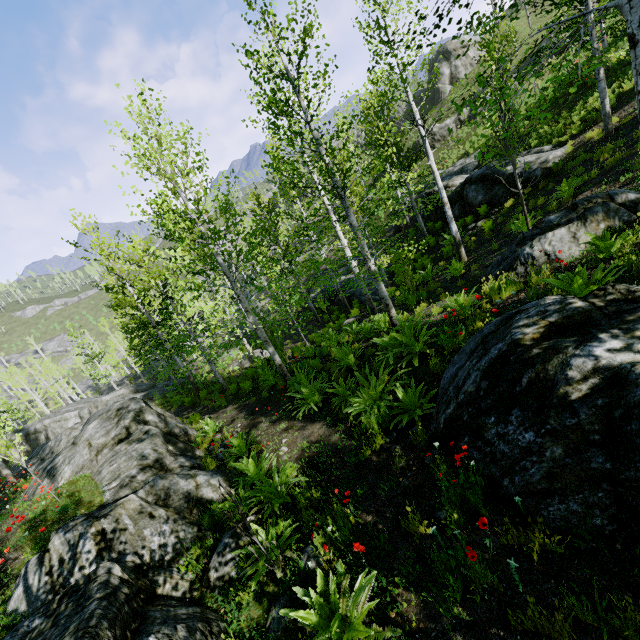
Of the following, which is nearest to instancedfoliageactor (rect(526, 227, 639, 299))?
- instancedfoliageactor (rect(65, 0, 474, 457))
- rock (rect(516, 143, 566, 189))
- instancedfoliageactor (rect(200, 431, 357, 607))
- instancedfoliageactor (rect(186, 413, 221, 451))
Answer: instancedfoliageactor (rect(186, 413, 221, 451))

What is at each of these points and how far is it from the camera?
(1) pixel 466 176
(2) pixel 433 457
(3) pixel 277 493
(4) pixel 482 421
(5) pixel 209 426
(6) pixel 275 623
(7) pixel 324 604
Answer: (1) rock, 19.3m
(2) instancedfoliageactor, 4.4m
(3) instancedfoliageactor, 5.6m
(4) rock, 3.8m
(5) instancedfoliageactor, 11.5m
(6) rock, 3.6m
(7) instancedfoliageactor, 3.1m

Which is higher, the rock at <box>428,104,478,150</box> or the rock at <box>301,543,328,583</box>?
the rock at <box>428,104,478,150</box>

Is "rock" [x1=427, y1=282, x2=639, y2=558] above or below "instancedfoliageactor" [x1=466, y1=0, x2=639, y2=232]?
below

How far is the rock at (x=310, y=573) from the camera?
3.9 meters

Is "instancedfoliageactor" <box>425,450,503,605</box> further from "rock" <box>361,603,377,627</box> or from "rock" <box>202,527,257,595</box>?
"rock" <box>202,527,257,595</box>

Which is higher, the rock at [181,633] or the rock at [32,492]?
the rock at [32,492]

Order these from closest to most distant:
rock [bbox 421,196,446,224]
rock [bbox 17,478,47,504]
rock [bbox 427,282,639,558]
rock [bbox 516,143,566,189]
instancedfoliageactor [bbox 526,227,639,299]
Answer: rock [bbox 427,282,639,558] → instancedfoliageactor [bbox 526,227,639,299] → rock [bbox 17,478,47,504] → rock [bbox 516,143,566,189] → rock [bbox 421,196,446,224]
